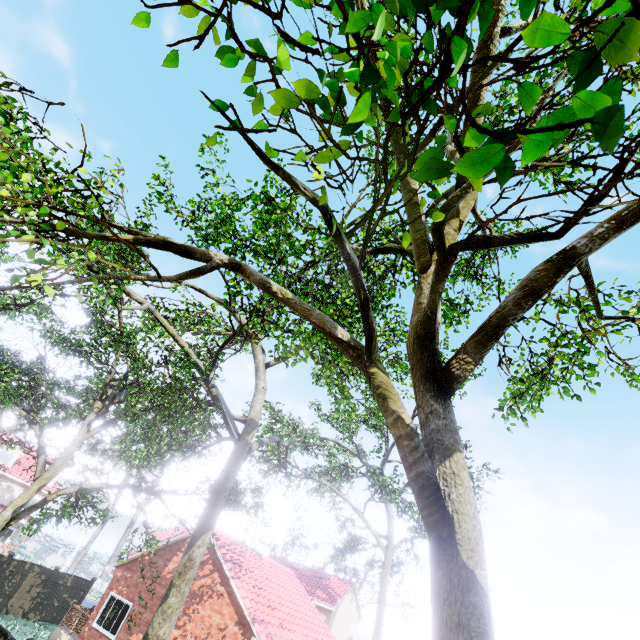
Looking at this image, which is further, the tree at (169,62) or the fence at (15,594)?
the fence at (15,594)

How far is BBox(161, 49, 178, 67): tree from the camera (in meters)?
2.20

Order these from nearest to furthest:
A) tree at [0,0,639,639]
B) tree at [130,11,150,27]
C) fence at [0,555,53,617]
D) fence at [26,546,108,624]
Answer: tree at [0,0,639,639]
tree at [130,11,150,27]
fence at [0,555,53,617]
fence at [26,546,108,624]

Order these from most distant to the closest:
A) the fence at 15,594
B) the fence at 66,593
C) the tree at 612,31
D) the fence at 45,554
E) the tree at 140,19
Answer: the fence at 45,554 → the fence at 66,593 → the fence at 15,594 → the tree at 140,19 → the tree at 612,31

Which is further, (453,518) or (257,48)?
(453,518)

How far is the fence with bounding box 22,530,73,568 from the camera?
42.61m

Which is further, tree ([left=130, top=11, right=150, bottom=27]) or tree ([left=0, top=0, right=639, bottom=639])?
tree ([left=130, top=11, right=150, bottom=27])

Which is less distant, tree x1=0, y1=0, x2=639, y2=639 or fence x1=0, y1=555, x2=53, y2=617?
tree x1=0, y1=0, x2=639, y2=639
